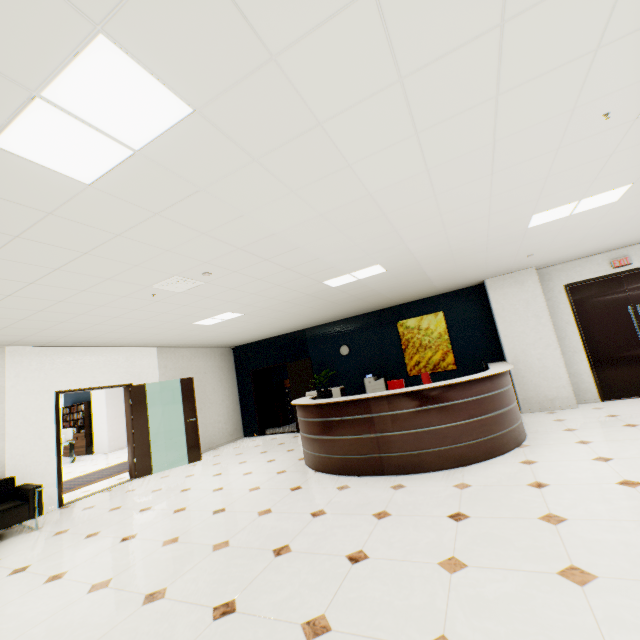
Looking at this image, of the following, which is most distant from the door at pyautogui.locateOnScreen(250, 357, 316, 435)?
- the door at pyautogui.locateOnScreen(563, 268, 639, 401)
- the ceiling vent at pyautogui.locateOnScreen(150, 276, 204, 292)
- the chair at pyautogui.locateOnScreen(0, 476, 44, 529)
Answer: the door at pyautogui.locateOnScreen(563, 268, 639, 401)

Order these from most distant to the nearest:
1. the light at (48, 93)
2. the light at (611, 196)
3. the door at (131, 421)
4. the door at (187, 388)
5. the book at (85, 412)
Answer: the book at (85, 412), the door at (187, 388), the door at (131, 421), the light at (611, 196), the light at (48, 93)

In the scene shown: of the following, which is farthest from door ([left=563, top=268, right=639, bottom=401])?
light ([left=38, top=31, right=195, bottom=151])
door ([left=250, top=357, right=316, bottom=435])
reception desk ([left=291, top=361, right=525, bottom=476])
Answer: light ([left=38, top=31, right=195, bottom=151])

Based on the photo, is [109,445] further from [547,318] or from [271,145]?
[547,318]

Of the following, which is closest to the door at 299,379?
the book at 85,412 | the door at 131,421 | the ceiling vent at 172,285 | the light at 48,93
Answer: the door at 131,421

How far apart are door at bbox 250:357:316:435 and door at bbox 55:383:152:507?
3.42m

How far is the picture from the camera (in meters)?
7.94

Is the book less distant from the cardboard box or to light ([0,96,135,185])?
the cardboard box
